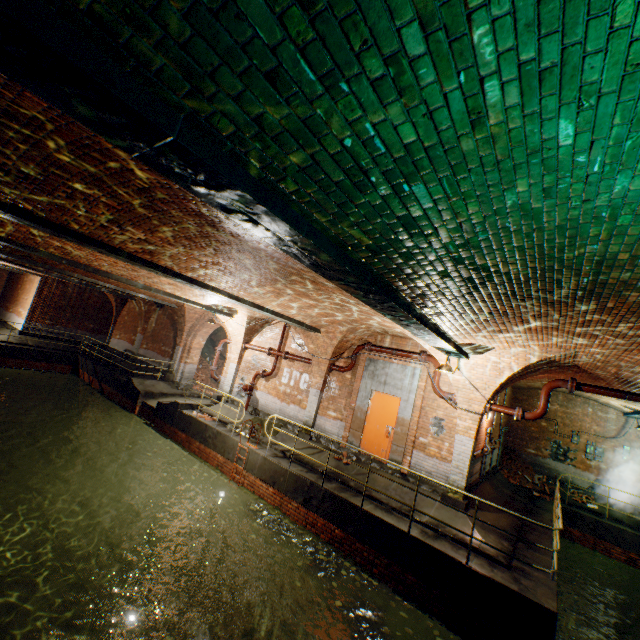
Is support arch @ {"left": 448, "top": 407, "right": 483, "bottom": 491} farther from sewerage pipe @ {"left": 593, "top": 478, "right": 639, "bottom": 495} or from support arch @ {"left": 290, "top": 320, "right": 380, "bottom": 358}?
sewerage pipe @ {"left": 593, "top": 478, "right": 639, "bottom": 495}

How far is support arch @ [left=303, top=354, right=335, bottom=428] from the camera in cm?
1202

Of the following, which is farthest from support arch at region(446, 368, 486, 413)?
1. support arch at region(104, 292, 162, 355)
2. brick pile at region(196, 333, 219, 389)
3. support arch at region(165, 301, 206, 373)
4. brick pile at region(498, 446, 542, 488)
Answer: support arch at region(104, 292, 162, 355)

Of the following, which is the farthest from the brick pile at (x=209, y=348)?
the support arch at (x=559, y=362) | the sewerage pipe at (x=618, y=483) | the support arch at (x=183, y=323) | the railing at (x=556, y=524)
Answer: the sewerage pipe at (x=618, y=483)

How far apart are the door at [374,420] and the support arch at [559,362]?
1.7m

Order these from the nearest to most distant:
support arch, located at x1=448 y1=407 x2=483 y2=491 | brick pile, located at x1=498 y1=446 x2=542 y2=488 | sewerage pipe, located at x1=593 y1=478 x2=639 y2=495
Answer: support arch, located at x1=448 y1=407 x2=483 y2=491, sewerage pipe, located at x1=593 y1=478 x2=639 y2=495, brick pile, located at x1=498 y1=446 x2=542 y2=488

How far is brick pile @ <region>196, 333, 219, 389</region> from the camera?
20.8m

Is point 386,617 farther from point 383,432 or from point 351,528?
point 383,432
